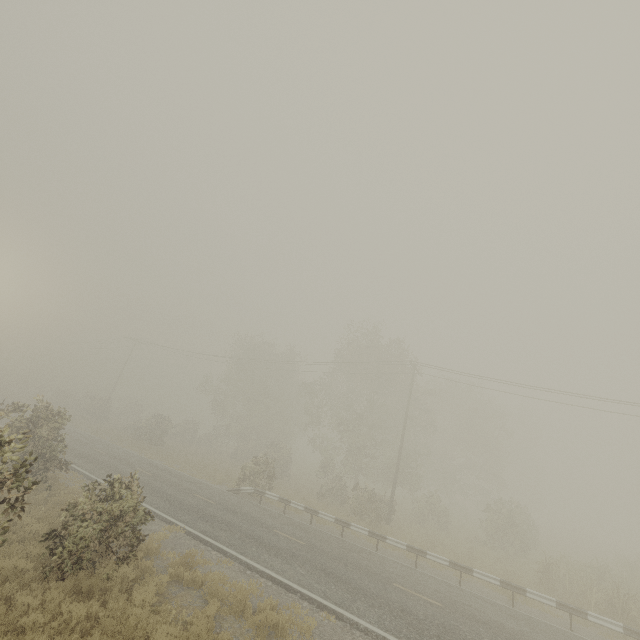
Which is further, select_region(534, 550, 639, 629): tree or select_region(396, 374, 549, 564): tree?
select_region(396, 374, 549, 564): tree

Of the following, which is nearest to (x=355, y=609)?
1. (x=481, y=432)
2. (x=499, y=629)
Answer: (x=499, y=629)

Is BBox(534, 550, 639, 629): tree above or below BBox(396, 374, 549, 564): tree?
below

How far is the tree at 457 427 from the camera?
25.03m

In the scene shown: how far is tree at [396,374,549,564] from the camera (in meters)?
25.03

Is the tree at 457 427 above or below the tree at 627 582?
above
